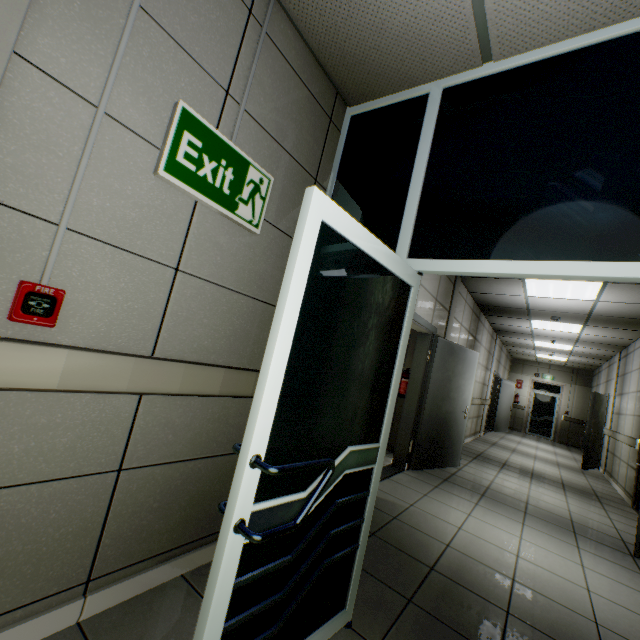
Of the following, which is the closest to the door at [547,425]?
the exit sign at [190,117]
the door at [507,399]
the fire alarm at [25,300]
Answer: the door at [507,399]

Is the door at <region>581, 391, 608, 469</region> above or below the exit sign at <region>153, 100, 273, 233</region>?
below

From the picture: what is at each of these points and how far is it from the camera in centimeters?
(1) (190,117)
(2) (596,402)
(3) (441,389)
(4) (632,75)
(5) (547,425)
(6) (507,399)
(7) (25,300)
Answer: (1) exit sign, 150cm
(2) door, 858cm
(3) door, 505cm
(4) doorway, 152cm
(5) door, 1417cm
(6) door, 1277cm
(7) fire alarm, 111cm

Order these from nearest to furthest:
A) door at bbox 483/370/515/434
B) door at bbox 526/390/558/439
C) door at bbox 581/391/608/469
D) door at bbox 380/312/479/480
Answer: door at bbox 380/312/479/480 → door at bbox 581/391/608/469 → door at bbox 483/370/515/434 → door at bbox 526/390/558/439

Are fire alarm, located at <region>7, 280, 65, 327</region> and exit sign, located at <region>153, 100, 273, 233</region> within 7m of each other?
yes

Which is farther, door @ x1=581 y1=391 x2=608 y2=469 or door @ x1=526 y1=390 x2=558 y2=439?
door @ x1=526 y1=390 x2=558 y2=439

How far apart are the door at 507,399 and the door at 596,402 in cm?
264

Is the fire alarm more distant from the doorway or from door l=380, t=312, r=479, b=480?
door l=380, t=312, r=479, b=480
